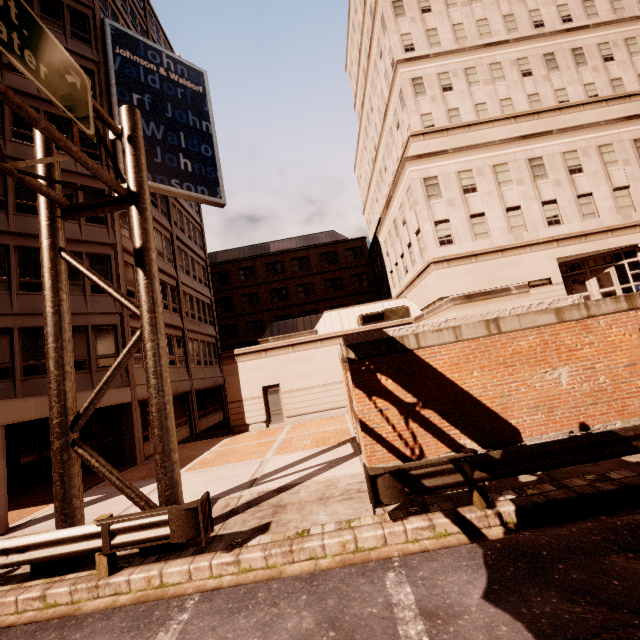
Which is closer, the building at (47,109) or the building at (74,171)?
the building at (47,109)

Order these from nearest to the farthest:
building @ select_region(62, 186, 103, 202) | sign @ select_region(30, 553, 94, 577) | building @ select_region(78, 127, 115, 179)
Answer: sign @ select_region(30, 553, 94, 577), building @ select_region(62, 186, 103, 202), building @ select_region(78, 127, 115, 179)

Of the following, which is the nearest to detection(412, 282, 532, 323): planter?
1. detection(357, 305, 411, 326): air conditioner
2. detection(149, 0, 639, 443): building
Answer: detection(149, 0, 639, 443): building

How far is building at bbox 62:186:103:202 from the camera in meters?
16.1 m

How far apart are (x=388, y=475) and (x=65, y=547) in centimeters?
601cm

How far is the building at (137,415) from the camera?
15.5m

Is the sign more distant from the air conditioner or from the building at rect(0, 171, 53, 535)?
the air conditioner
